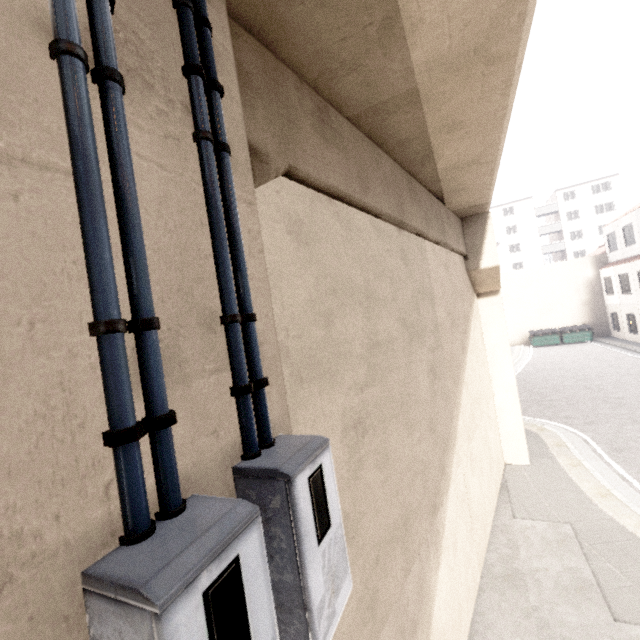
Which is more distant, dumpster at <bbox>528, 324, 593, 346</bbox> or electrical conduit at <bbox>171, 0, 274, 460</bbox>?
dumpster at <bbox>528, 324, 593, 346</bbox>

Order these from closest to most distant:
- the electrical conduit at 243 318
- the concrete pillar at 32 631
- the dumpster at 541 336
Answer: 1. the concrete pillar at 32 631
2. the electrical conduit at 243 318
3. the dumpster at 541 336

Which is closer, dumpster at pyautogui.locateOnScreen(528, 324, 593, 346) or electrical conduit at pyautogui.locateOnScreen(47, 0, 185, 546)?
electrical conduit at pyautogui.locateOnScreen(47, 0, 185, 546)

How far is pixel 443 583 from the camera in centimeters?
417cm

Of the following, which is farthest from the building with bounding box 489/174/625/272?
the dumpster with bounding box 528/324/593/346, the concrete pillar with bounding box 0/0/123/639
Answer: the concrete pillar with bounding box 0/0/123/639

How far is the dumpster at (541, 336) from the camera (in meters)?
26.91

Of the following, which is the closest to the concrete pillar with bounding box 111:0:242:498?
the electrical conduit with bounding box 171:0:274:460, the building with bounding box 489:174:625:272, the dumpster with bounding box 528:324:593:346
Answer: the electrical conduit with bounding box 171:0:274:460

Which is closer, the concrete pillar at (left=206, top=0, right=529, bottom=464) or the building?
the concrete pillar at (left=206, top=0, right=529, bottom=464)
